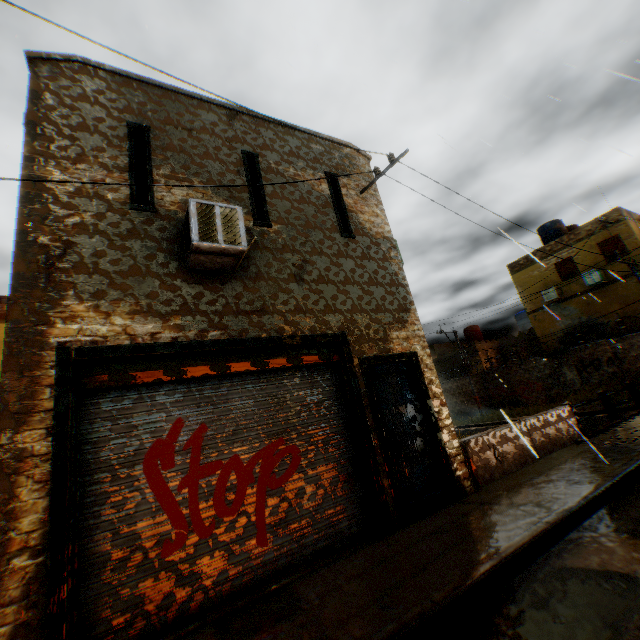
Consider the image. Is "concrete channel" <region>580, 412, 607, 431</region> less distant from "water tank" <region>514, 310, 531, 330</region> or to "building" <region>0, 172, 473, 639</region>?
"building" <region>0, 172, 473, 639</region>

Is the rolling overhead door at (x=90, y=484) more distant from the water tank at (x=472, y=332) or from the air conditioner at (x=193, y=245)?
the water tank at (x=472, y=332)

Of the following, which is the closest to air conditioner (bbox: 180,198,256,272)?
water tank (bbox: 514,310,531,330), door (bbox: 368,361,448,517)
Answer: door (bbox: 368,361,448,517)

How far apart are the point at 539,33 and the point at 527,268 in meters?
14.8 m

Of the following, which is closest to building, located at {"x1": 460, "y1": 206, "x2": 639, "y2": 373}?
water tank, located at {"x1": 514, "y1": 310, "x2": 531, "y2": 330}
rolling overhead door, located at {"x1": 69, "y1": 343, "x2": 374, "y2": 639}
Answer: rolling overhead door, located at {"x1": 69, "y1": 343, "x2": 374, "y2": 639}

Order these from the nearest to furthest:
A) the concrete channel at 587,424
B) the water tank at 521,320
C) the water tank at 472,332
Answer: the concrete channel at 587,424 → the water tank at 521,320 → the water tank at 472,332

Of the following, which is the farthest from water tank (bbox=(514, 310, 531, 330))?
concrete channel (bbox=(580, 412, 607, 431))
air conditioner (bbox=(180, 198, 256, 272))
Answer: air conditioner (bbox=(180, 198, 256, 272))
